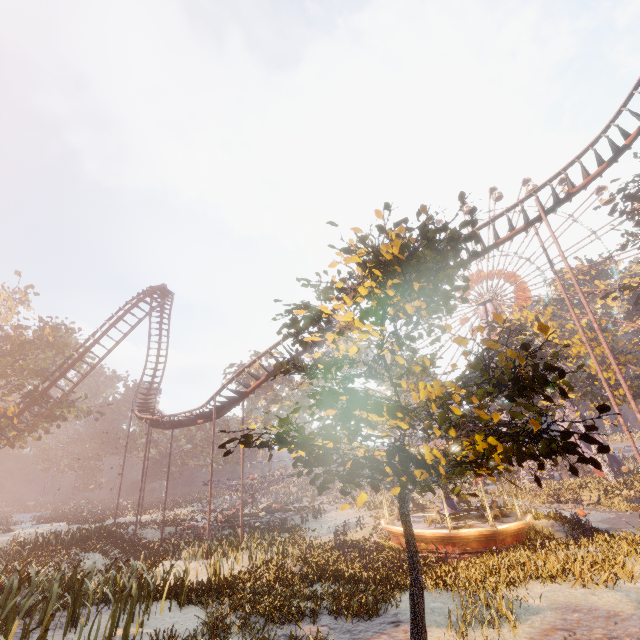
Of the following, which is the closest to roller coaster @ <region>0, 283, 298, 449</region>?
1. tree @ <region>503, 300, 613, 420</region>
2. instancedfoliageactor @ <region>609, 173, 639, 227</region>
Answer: instancedfoliageactor @ <region>609, 173, 639, 227</region>

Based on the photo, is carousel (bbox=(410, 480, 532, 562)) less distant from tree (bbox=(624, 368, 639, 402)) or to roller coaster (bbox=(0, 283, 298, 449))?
roller coaster (bbox=(0, 283, 298, 449))

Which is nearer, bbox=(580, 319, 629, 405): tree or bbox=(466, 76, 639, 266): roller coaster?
bbox=(466, 76, 639, 266): roller coaster

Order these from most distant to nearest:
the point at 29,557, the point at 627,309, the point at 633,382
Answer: the point at 627,309, the point at 633,382, the point at 29,557

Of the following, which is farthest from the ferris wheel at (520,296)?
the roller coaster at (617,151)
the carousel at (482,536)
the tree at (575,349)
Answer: the roller coaster at (617,151)

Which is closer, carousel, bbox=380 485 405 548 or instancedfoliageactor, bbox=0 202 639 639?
instancedfoliageactor, bbox=0 202 639 639

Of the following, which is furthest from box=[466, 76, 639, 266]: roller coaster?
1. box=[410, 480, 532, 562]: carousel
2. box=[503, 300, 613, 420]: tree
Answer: box=[503, 300, 613, 420]: tree

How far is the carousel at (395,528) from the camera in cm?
1631
